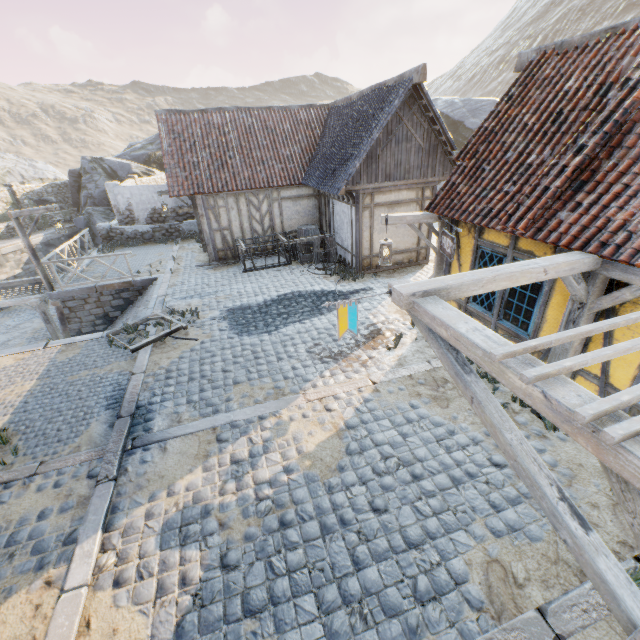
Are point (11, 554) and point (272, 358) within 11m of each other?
yes

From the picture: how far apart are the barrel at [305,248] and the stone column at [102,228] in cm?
1282

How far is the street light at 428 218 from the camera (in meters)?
7.12

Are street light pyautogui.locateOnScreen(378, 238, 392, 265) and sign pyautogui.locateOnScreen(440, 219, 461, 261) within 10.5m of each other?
yes

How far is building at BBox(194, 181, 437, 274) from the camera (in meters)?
11.16

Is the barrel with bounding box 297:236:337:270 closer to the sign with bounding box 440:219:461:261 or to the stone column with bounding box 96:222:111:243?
the sign with bounding box 440:219:461:261

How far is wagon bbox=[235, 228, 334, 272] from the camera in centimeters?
1276cm

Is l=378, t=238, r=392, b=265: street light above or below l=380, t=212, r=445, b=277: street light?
below
